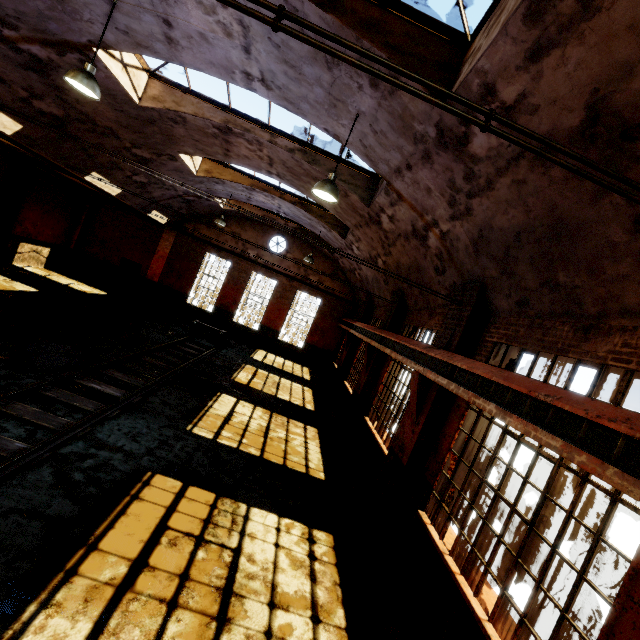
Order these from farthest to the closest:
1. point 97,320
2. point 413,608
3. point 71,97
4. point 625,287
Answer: point 97,320
point 71,97
point 413,608
point 625,287

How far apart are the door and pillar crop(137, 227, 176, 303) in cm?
37

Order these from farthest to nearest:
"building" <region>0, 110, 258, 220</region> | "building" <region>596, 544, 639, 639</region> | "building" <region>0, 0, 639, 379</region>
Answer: "building" <region>0, 110, 258, 220</region> < "building" <region>0, 0, 639, 379</region> < "building" <region>596, 544, 639, 639</region>

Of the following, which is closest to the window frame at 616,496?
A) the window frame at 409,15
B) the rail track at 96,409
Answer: the window frame at 409,15

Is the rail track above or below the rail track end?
below

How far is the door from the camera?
20.4 meters

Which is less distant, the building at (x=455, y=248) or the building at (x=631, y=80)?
the building at (x=631, y=80)

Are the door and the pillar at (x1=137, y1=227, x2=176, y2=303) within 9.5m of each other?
yes
